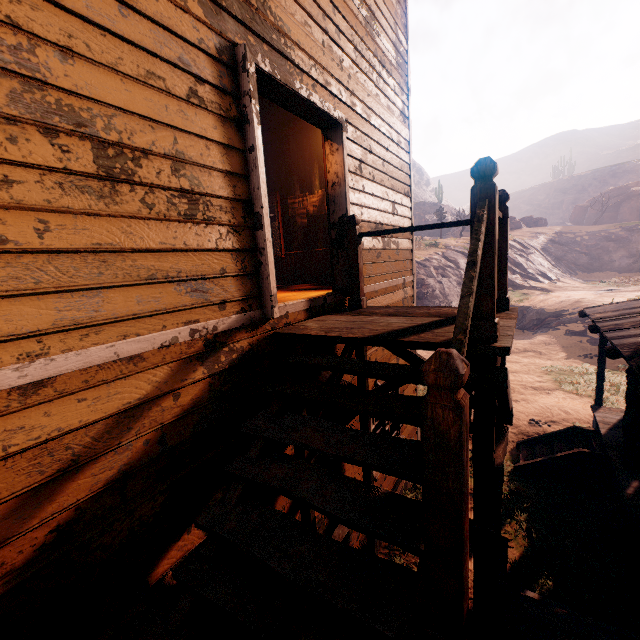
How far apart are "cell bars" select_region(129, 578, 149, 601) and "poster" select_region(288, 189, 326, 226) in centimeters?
640cm

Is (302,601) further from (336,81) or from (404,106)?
(404,106)

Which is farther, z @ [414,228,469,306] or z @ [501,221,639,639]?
z @ [414,228,469,306]

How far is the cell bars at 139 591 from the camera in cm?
210

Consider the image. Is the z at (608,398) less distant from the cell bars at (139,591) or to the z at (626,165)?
the cell bars at (139,591)

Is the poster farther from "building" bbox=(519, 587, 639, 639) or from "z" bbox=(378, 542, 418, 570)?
"z" bbox=(378, 542, 418, 570)

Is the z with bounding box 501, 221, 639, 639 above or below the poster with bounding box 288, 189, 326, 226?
below

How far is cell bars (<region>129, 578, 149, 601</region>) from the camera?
2.1m
